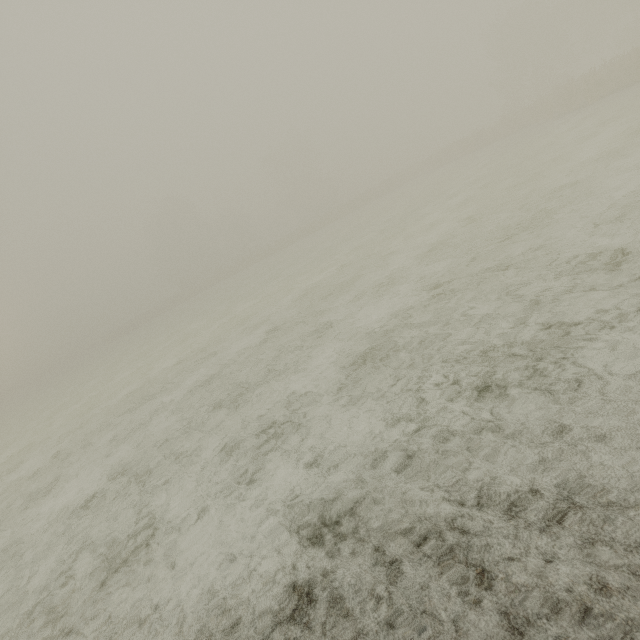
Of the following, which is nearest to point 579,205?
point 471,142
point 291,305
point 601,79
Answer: point 291,305
